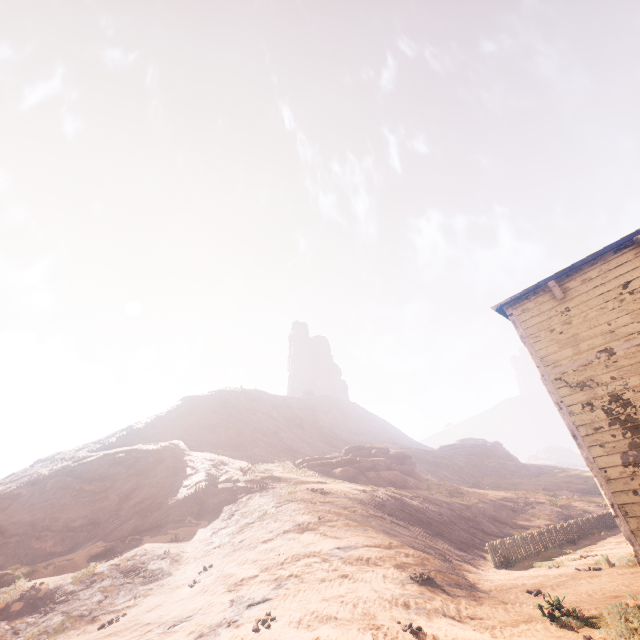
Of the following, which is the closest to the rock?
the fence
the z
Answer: the z

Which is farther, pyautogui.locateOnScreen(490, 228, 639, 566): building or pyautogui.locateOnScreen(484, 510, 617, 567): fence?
pyautogui.locateOnScreen(484, 510, 617, 567): fence

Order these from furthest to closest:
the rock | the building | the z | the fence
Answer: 1. the rock
2. the fence
3. the z
4. the building

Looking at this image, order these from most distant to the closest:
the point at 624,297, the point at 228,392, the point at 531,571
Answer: the point at 228,392, the point at 531,571, the point at 624,297

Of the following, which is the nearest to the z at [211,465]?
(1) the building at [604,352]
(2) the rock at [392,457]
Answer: (1) the building at [604,352]

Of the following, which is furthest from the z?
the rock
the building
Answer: the rock

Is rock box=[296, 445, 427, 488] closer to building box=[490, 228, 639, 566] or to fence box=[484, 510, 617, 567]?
fence box=[484, 510, 617, 567]

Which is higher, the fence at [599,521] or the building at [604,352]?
the building at [604,352]
